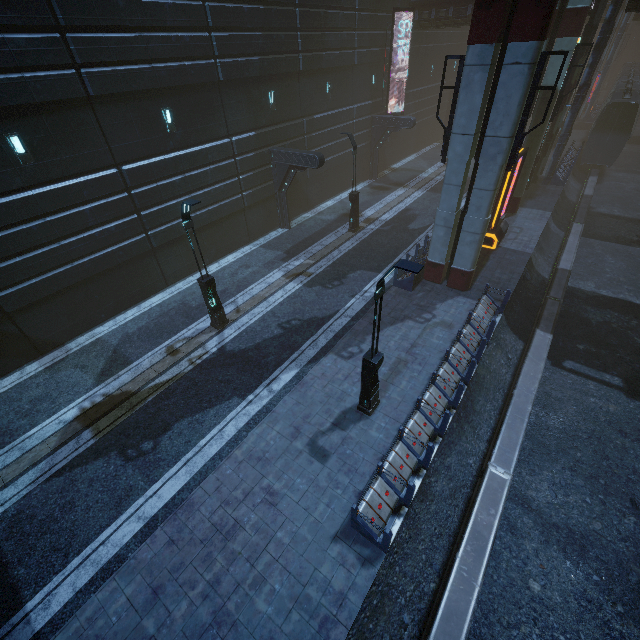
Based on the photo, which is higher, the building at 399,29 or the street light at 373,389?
the building at 399,29

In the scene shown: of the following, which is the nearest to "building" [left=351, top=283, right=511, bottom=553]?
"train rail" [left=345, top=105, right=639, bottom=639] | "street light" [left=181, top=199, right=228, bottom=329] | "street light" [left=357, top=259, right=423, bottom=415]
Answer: "train rail" [left=345, top=105, right=639, bottom=639]

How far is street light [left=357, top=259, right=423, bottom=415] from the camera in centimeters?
683cm

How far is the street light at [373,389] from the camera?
6.8m

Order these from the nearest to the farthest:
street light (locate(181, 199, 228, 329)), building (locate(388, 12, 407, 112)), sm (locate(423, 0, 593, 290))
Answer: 1. sm (locate(423, 0, 593, 290))
2. street light (locate(181, 199, 228, 329))
3. building (locate(388, 12, 407, 112))

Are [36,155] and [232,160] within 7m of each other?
no

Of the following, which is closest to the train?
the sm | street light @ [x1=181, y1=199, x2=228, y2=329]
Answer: the sm
